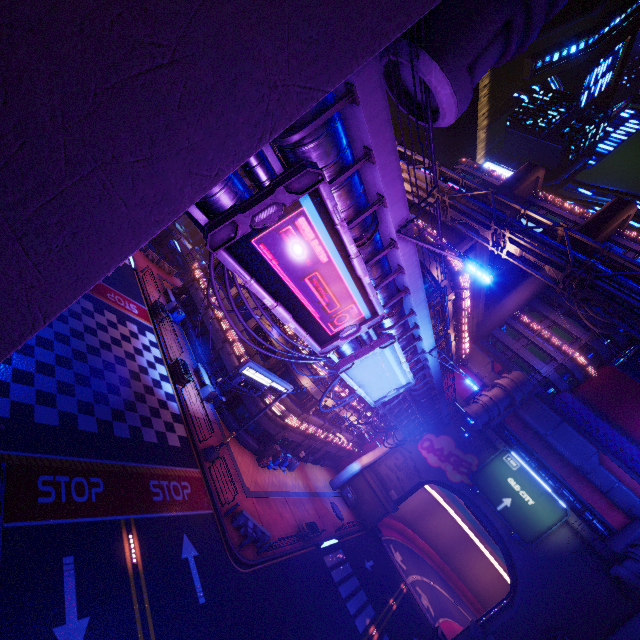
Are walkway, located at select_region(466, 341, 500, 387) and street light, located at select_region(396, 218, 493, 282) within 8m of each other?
no

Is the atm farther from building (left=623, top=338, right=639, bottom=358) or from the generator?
building (left=623, top=338, right=639, bottom=358)

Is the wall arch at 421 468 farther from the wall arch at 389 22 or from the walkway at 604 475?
the wall arch at 389 22

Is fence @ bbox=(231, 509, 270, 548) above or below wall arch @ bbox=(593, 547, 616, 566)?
below

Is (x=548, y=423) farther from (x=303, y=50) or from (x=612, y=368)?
(x=303, y=50)

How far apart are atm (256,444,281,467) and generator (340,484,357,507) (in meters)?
15.69

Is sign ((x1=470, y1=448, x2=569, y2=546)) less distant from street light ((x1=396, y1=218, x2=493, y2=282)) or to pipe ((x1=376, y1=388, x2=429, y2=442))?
pipe ((x1=376, y1=388, x2=429, y2=442))

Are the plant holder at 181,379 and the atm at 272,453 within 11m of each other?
yes
